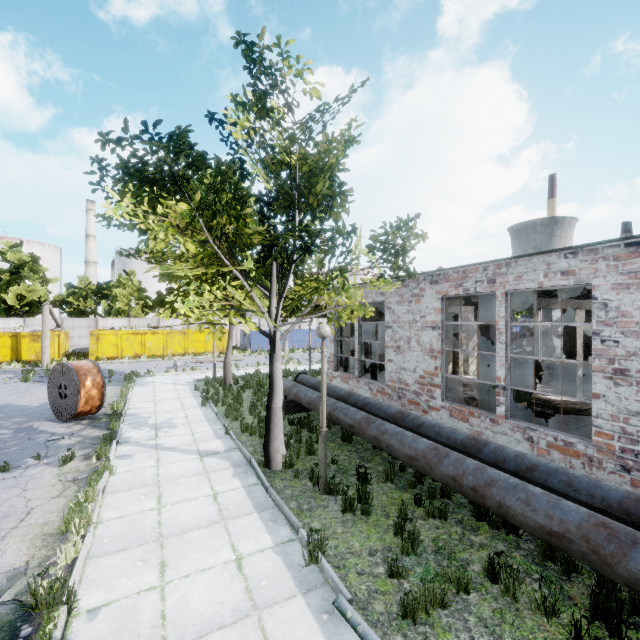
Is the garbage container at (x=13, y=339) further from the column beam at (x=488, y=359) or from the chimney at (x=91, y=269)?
the chimney at (x=91, y=269)

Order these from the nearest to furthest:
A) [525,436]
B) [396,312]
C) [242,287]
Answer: [242,287], [525,436], [396,312]

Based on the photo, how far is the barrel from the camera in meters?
16.5 m

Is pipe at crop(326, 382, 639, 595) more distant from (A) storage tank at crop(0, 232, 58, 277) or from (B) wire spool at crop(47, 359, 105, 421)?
(A) storage tank at crop(0, 232, 58, 277)

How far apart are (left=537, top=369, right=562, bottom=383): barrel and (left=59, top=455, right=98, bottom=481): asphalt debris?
19.41m

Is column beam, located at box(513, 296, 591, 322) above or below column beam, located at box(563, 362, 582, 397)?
above

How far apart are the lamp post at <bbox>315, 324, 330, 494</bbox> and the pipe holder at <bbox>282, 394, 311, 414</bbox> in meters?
5.4 m

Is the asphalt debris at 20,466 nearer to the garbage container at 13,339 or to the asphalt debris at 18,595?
the asphalt debris at 18,595
